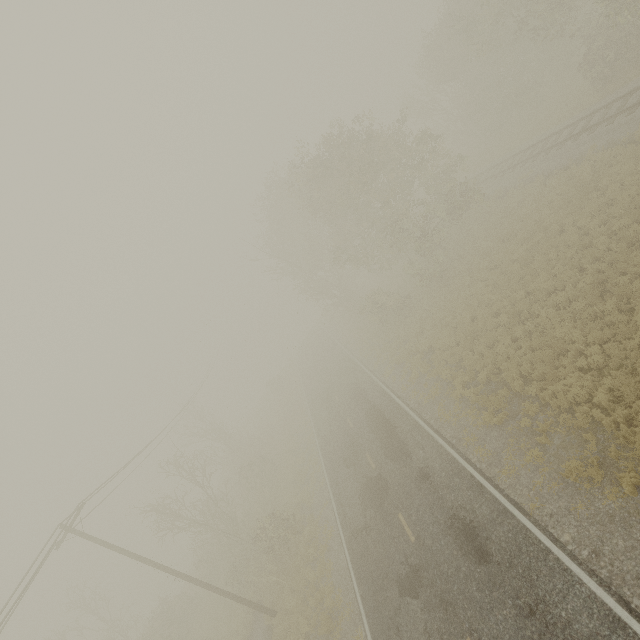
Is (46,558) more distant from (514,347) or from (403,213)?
(403,213)
